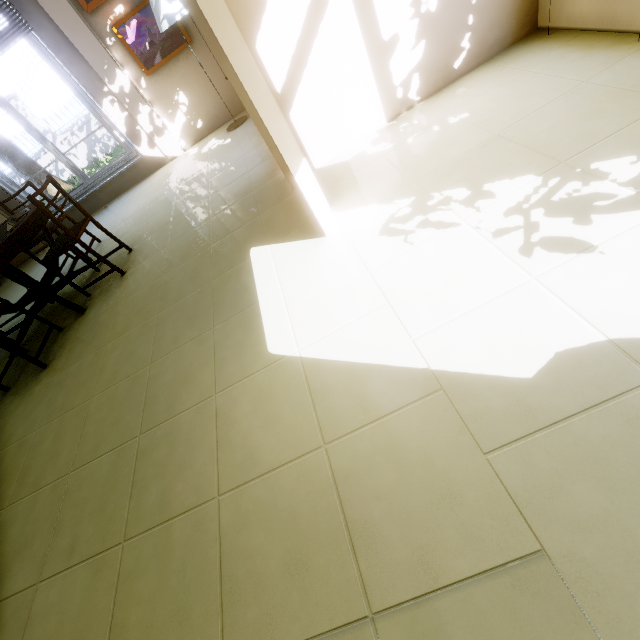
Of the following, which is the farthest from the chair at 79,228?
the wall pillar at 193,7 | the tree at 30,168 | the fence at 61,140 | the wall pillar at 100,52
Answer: the fence at 61,140

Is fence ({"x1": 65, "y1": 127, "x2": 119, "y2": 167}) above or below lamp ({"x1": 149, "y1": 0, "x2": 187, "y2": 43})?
below

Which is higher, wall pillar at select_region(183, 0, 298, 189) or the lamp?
the lamp

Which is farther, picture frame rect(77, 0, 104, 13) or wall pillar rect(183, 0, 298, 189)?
picture frame rect(77, 0, 104, 13)

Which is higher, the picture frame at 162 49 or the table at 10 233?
the picture frame at 162 49

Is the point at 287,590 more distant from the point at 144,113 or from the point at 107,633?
the point at 144,113

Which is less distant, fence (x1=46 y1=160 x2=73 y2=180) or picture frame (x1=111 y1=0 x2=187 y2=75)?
picture frame (x1=111 y1=0 x2=187 y2=75)

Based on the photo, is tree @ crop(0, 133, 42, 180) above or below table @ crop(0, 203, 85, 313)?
above
